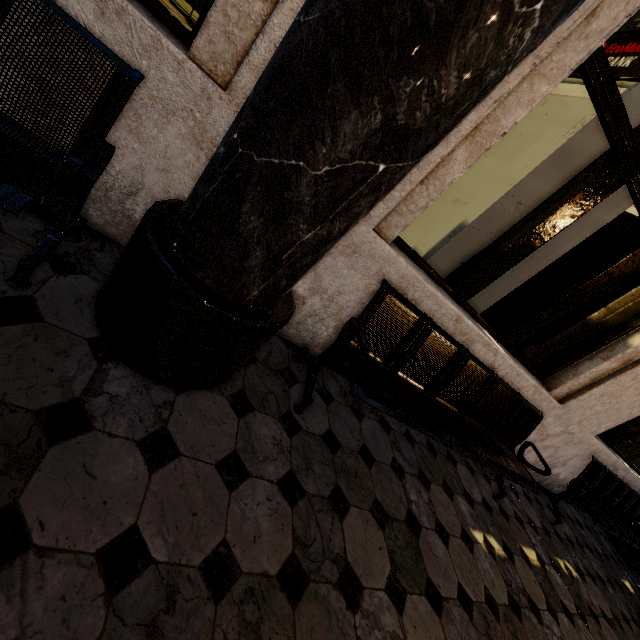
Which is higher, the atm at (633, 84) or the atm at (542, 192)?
the atm at (633, 84)

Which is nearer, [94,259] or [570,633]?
[94,259]

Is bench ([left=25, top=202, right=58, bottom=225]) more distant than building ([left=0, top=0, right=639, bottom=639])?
Yes

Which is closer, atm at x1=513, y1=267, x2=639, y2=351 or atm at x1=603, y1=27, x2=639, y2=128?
atm at x1=603, y1=27, x2=639, y2=128

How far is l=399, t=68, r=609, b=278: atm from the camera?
2.5m

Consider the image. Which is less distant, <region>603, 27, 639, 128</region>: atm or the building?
the building

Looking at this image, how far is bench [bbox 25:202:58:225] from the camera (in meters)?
1.53

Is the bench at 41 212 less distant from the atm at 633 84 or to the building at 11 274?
the building at 11 274
